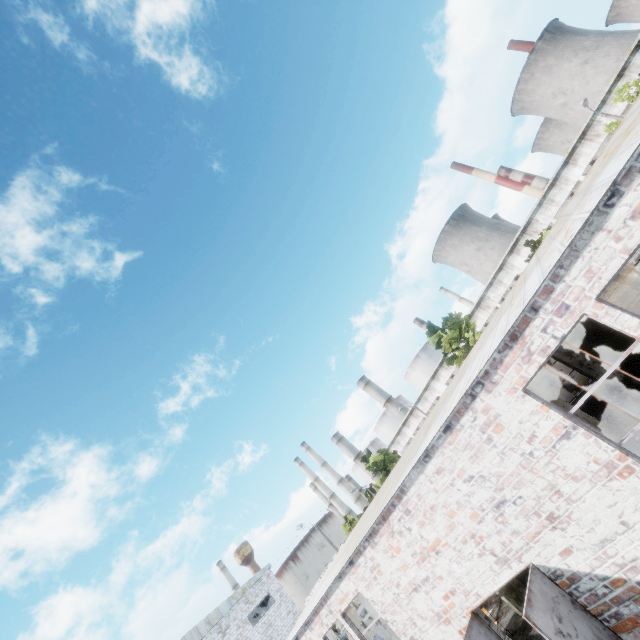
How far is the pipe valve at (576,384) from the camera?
17.12m

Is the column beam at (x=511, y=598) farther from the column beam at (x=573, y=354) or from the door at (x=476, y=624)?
the column beam at (x=573, y=354)

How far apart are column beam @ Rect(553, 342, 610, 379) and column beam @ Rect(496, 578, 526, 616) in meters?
5.3 m

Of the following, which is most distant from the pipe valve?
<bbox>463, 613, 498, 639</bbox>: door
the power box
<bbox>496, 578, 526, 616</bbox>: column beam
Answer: <bbox>463, 613, 498, 639</bbox>: door

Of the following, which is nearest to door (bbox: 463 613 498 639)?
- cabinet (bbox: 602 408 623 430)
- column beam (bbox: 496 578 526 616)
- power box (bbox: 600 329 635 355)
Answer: column beam (bbox: 496 578 526 616)

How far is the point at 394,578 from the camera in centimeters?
878cm

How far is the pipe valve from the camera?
17.1 meters

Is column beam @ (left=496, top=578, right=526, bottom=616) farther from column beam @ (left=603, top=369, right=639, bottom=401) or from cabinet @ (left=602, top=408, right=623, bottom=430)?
column beam @ (left=603, top=369, right=639, bottom=401)
